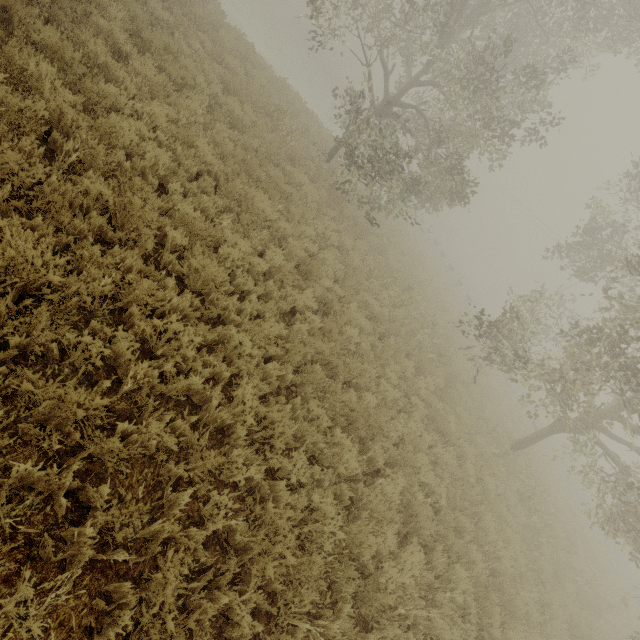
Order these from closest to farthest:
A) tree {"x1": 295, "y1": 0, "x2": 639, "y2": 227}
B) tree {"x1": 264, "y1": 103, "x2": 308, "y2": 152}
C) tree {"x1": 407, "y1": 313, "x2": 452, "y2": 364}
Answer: tree {"x1": 295, "y1": 0, "x2": 639, "y2": 227}
tree {"x1": 407, "y1": 313, "x2": 452, "y2": 364}
tree {"x1": 264, "y1": 103, "x2": 308, "y2": 152}

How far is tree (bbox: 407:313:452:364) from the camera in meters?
11.5 m

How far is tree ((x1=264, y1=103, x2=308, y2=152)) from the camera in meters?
12.1

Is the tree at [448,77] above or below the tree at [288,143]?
above

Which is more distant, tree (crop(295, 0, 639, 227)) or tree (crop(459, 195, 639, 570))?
tree (crop(295, 0, 639, 227))

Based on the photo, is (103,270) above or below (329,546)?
below

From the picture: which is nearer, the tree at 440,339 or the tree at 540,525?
the tree at 540,525
